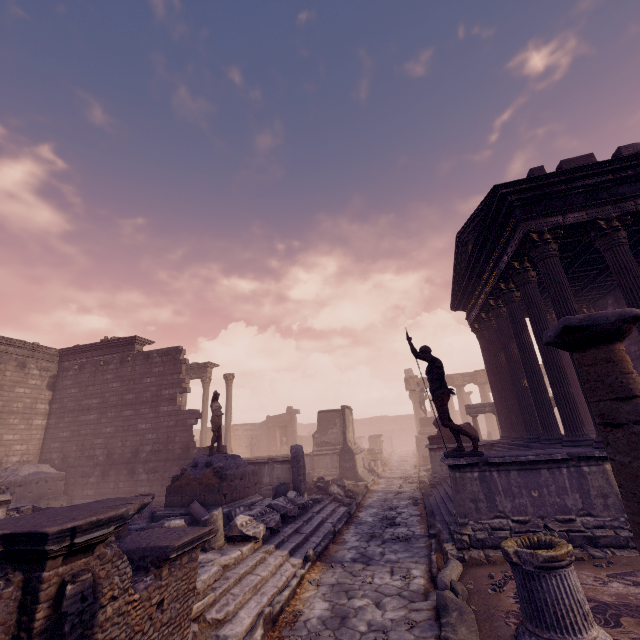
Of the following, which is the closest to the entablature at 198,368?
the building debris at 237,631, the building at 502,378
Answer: the building debris at 237,631

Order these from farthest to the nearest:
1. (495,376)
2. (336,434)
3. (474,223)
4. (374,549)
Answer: (336,434) < (495,376) < (474,223) < (374,549)

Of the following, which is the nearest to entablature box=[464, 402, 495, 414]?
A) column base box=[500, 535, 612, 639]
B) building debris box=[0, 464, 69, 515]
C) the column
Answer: column base box=[500, 535, 612, 639]

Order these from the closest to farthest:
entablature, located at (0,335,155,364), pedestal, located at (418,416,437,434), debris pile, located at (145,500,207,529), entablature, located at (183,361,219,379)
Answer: debris pile, located at (145,500,207,529) → entablature, located at (0,335,155,364) → entablature, located at (183,361,219,379) → pedestal, located at (418,416,437,434)

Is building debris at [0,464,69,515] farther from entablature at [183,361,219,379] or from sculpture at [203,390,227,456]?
entablature at [183,361,219,379]

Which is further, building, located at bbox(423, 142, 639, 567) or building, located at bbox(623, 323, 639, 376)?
building, located at bbox(623, 323, 639, 376)

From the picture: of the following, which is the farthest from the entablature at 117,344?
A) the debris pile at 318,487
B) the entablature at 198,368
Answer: the debris pile at 318,487

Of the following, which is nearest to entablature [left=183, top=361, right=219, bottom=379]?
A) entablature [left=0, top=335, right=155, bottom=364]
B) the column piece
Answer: entablature [left=0, top=335, right=155, bottom=364]
